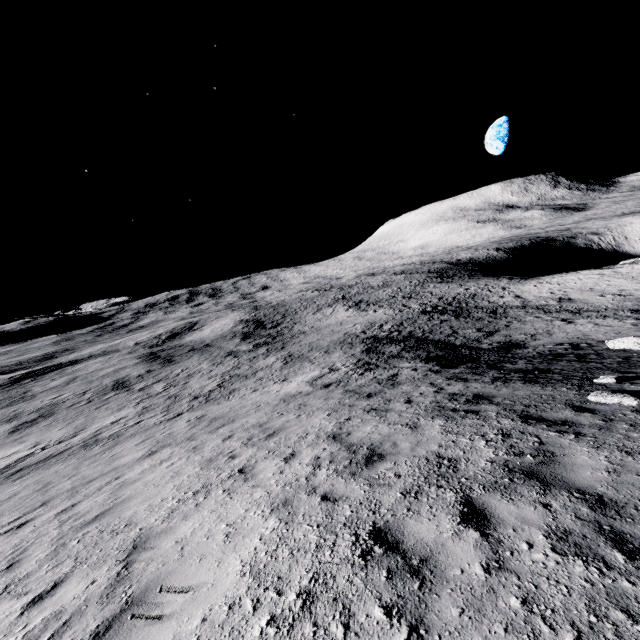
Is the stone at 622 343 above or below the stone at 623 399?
below

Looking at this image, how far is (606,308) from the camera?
27.14m

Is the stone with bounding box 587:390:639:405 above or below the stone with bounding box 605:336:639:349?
above

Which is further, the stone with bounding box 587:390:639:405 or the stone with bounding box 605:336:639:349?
the stone with bounding box 605:336:639:349

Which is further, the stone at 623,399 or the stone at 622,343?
the stone at 622,343
